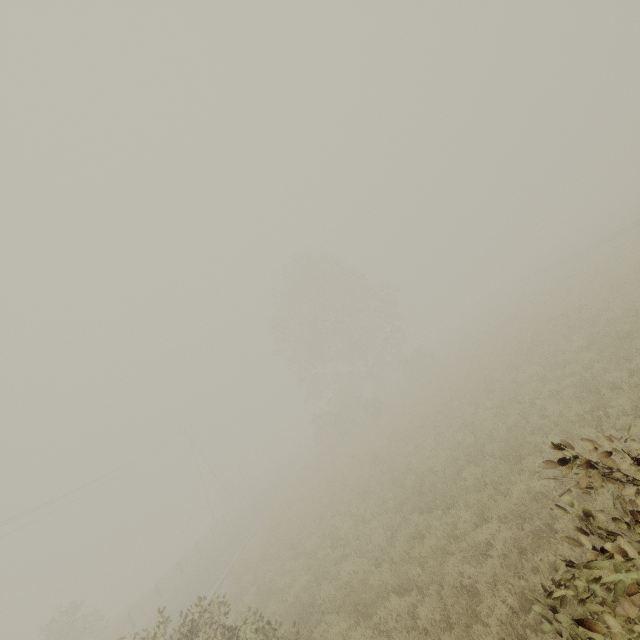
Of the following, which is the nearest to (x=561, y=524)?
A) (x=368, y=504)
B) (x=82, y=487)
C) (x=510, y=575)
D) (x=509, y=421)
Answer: (x=510, y=575)
